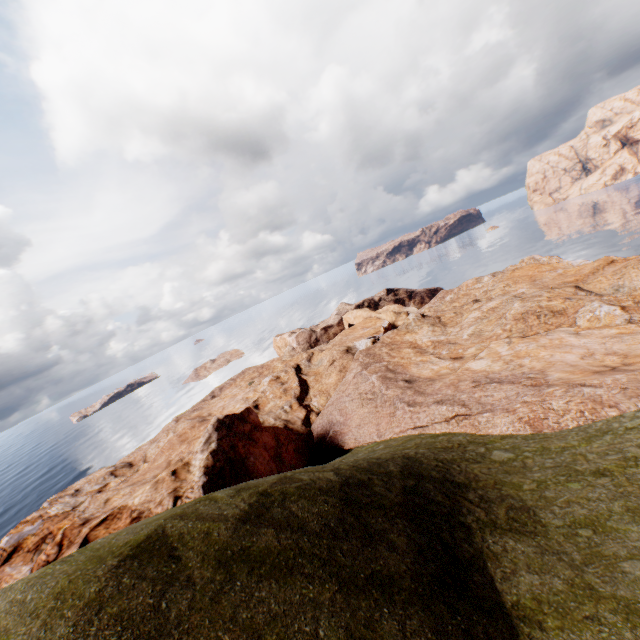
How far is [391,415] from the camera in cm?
2947
